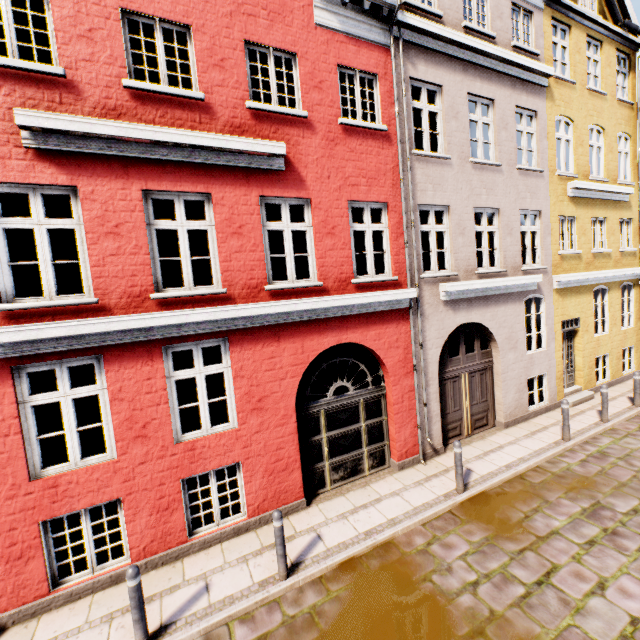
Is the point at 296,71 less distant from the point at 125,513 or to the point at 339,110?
the point at 339,110

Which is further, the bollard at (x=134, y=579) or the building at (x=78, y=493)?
the building at (x=78, y=493)

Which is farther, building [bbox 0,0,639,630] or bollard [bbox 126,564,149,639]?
building [bbox 0,0,639,630]
